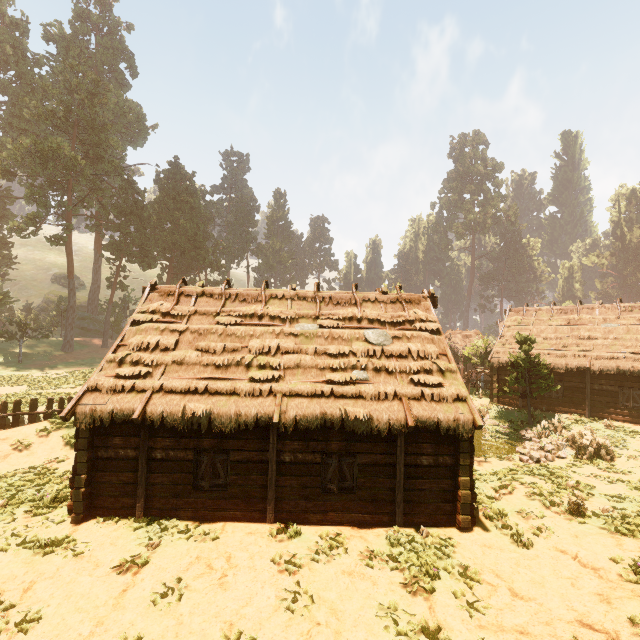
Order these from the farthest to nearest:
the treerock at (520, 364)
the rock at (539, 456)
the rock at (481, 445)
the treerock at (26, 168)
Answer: the treerock at (26, 168) < the treerock at (520, 364) < the rock at (481, 445) < the rock at (539, 456)

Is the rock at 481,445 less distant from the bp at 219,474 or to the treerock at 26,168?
the treerock at 26,168

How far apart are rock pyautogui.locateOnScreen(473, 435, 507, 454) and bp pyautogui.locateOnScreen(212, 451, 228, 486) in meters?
15.5

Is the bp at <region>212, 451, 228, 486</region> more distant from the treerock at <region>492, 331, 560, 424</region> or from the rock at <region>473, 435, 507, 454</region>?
the rock at <region>473, 435, 507, 454</region>

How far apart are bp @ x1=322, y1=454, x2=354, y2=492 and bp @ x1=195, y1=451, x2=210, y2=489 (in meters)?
2.98

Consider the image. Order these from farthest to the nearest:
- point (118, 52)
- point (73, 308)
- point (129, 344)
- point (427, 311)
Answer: point (118, 52)
point (73, 308)
point (427, 311)
point (129, 344)

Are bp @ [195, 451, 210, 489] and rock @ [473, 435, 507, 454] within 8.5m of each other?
no

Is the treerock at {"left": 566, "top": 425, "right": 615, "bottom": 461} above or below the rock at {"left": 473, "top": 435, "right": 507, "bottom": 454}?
above
